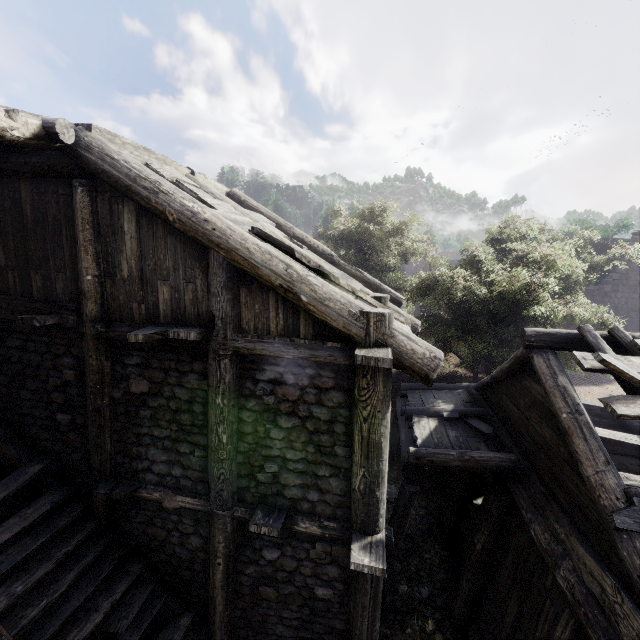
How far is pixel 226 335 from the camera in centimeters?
499cm

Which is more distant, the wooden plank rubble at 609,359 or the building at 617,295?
the building at 617,295

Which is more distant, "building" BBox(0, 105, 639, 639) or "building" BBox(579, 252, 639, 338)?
"building" BBox(579, 252, 639, 338)

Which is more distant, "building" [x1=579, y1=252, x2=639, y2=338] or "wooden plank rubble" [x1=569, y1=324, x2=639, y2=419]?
"building" [x1=579, y1=252, x2=639, y2=338]

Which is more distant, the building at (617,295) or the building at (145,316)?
the building at (617,295)
